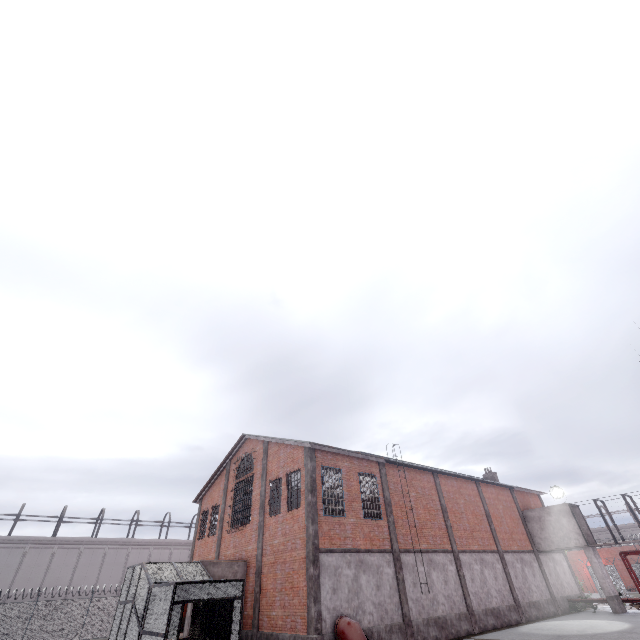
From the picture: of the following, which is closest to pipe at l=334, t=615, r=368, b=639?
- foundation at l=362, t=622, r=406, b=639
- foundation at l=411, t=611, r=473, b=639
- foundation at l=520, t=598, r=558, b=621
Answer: foundation at l=362, t=622, r=406, b=639

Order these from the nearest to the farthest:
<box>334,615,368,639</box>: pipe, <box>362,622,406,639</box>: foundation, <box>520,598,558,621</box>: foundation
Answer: <box>334,615,368,639</box>: pipe < <box>362,622,406,639</box>: foundation < <box>520,598,558,621</box>: foundation

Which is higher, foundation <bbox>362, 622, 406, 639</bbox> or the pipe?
the pipe

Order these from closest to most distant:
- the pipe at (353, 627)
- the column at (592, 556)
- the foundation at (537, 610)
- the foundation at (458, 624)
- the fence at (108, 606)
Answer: the pipe at (353, 627), the foundation at (458, 624), the foundation at (537, 610), the column at (592, 556), the fence at (108, 606)

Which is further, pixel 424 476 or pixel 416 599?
pixel 424 476

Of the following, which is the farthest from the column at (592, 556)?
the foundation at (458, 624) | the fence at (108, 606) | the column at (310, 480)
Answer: the column at (310, 480)

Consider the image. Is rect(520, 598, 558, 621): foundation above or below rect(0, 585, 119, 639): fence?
below

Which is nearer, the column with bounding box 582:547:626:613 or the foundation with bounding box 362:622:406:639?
the foundation with bounding box 362:622:406:639
